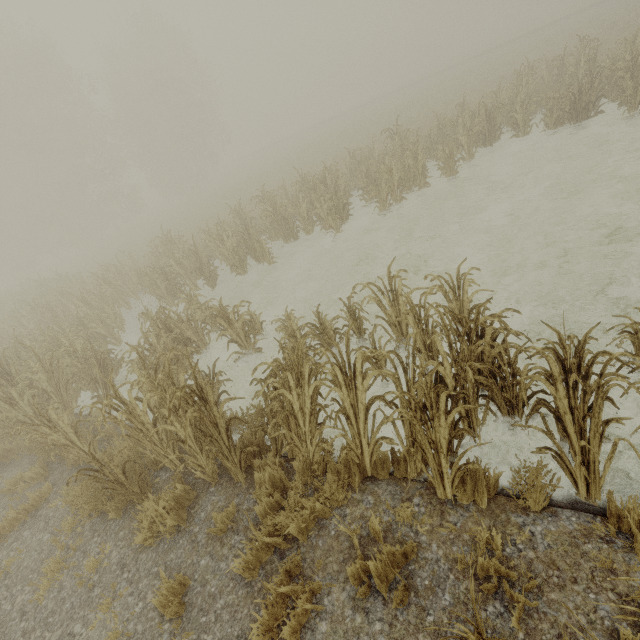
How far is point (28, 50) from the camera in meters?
26.3 m
